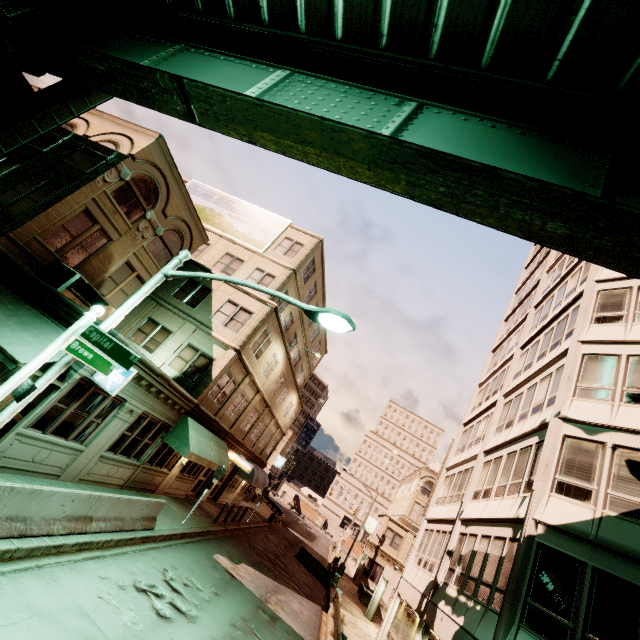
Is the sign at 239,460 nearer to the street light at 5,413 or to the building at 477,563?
the building at 477,563

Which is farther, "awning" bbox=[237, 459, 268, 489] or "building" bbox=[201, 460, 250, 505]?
"awning" bbox=[237, 459, 268, 489]

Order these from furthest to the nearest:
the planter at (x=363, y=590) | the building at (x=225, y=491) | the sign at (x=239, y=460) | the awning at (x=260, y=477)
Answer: the planter at (x=363, y=590) < the awning at (x=260, y=477) < the building at (x=225, y=491) < the sign at (x=239, y=460)

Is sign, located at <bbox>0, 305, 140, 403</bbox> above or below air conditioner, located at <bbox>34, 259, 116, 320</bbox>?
below

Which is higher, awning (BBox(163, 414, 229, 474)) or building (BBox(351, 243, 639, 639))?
building (BBox(351, 243, 639, 639))

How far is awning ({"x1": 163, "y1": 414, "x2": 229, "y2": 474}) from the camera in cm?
1541

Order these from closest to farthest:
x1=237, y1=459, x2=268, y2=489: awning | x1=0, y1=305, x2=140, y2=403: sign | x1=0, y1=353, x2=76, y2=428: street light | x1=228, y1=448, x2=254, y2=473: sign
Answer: x1=0, y1=305, x2=140, y2=403: sign < x1=0, y1=353, x2=76, y2=428: street light < x1=228, y1=448, x2=254, y2=473: sign < x1=237, y1=459, x2=268, y2=489: awning

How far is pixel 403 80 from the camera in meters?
6.7 m
